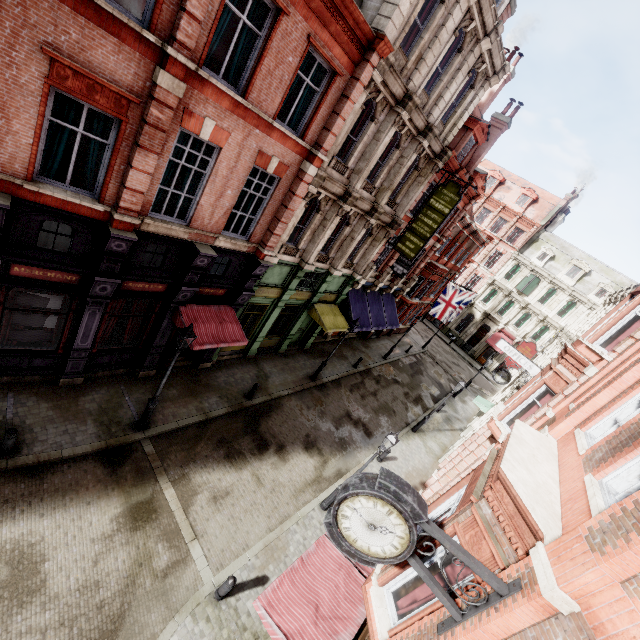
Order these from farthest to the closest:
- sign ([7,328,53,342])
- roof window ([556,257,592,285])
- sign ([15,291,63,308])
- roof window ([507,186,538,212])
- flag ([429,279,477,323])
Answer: roof window ([507,186,538,212])
roof window ([556,257,592,285])
flag ([429,279,477,323])
sign ([7,328,53,342])
sign ([15,291,63,308])

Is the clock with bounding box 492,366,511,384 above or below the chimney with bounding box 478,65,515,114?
below

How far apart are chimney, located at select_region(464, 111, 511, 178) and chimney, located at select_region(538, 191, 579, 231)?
27.2m

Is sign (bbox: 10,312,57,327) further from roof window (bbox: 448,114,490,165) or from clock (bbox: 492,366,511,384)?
clock (bbox: 492,366,511,384)

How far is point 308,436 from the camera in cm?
1568

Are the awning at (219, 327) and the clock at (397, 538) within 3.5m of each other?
no

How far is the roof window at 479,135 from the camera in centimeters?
1839cm

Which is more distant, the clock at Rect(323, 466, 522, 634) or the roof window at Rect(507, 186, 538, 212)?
the roof window at Rect(507, 186, 538, 212)
